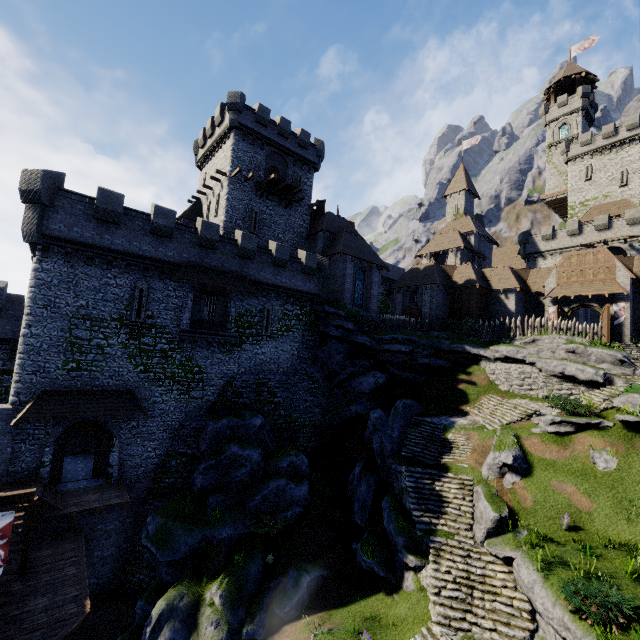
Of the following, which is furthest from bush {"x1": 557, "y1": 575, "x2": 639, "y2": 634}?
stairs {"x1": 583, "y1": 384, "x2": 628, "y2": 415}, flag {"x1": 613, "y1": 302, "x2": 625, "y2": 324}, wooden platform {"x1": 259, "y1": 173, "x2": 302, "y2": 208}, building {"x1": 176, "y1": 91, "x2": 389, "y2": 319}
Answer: wooden platform {"x1": 259, "y1": 173, "x2": 302, "y2": 208}

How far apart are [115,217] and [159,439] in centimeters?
1430cm

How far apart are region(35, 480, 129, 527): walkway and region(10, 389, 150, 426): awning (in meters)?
3.64

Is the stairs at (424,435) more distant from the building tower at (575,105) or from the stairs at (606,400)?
the building tower at (575,105)

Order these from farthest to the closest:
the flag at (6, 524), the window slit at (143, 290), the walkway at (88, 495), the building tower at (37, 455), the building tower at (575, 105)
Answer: the building tower at (575, 105)
the window slit at (143, 290)
the building tower at (37, 455)
the walkway at (88, 495)
the flag at (6, 524)

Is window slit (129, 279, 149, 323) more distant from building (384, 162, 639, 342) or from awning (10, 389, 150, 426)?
building (384, 162, 639, 342)

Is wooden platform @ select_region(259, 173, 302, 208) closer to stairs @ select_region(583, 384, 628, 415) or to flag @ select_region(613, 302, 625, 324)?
stairs @ select_region(583, 384, 628, 415)

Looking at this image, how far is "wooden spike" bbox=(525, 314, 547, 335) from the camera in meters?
28.3
